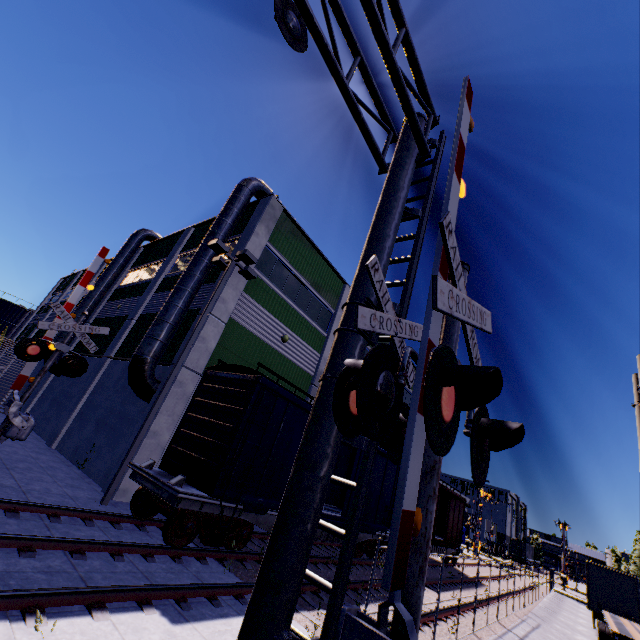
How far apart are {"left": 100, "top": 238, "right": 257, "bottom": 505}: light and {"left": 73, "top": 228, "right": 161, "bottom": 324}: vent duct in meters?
13.8 m

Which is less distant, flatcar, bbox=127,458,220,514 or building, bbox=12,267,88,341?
flatcar, bbox=127,458,220,514

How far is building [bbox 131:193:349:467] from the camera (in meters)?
12.86

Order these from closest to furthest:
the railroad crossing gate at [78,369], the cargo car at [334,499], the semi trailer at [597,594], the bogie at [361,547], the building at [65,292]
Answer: the railroad crossing gate at [78,369] → the cargo car at [334,499] → the bogie at [361,547] → the semi trailer at [597,594] → the building at [65,292]

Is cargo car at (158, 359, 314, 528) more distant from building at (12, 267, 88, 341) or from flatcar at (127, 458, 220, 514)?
building at (12, 267, 88, 341)

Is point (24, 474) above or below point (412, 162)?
below

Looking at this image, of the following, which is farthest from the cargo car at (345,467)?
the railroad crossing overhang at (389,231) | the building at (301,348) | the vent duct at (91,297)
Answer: the vent duct at (91,297)

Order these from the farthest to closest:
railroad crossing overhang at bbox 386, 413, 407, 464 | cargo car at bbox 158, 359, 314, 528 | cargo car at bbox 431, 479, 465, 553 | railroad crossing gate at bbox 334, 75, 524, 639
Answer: cargo car at bbox 431, 479, 465, 553, cargo car at bbox 158, 359, 314, 528, railroad crossing overhang at bbox 386, 413, 407, 464, railroad crossing gate at bbox 334, 75, 524, 639
